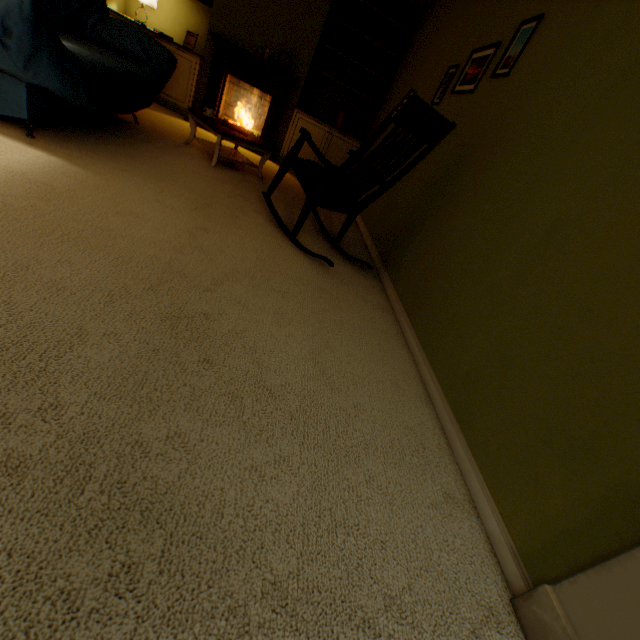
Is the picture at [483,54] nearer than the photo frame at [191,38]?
Yes

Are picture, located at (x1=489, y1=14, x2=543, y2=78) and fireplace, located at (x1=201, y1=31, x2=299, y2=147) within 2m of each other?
no

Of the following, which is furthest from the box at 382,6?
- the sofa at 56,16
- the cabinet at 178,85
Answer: the sofa at 56,16

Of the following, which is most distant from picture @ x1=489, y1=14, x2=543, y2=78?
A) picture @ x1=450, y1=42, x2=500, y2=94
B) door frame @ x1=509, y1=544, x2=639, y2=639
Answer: door frame @ x1=509, y1=544, x2=639, y2=639

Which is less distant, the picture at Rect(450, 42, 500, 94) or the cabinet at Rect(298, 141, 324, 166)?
the picture at Rect(450, 42, 500, 94)

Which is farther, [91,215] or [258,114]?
[258,114]

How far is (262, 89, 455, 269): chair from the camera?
1.84m

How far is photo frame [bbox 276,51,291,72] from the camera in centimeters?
431cm
